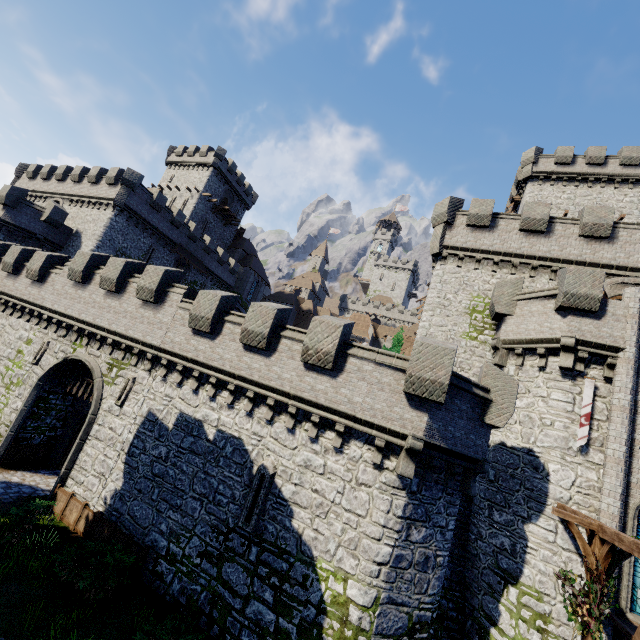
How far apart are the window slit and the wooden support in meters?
9.0 m

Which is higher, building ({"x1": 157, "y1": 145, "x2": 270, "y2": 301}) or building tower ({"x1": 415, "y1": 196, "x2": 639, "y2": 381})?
building ({"x1": 157, "y1": 145, "x2": 270, "y2": 301})

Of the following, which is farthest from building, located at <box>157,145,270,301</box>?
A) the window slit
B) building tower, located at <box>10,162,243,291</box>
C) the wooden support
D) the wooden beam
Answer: the wooden support

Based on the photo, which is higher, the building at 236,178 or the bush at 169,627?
the building at 236,178

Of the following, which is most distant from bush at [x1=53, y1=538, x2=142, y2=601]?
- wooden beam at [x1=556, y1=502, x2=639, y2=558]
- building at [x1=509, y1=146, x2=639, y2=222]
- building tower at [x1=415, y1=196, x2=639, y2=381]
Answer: building at [x1=509, y1=146, x2=639, y2=222]

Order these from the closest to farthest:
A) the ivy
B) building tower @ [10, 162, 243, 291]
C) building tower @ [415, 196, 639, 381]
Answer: the ivy → building tower @ [415, 196, 639, 381] → building tower @ [10, 162, 243, 291]

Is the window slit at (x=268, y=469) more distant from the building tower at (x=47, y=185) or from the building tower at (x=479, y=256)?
the building tower at (x=47, y=185)

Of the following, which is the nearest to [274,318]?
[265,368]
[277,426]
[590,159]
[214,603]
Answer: [265,368]
